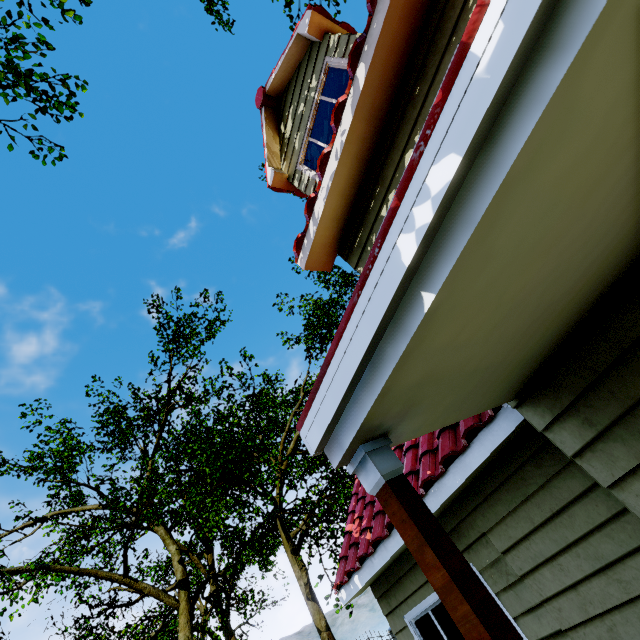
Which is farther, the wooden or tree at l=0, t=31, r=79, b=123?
tree at l=0, t=31, r=79, b=123

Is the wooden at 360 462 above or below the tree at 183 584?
below

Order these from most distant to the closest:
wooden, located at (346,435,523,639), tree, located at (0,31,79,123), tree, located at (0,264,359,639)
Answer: tree, located at (0,264,359,639) → tree, located at (0,31,79,123) → wooden, located at (346,435,523,639)

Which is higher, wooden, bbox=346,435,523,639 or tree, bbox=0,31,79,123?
tree, bbox=0,31,79,123

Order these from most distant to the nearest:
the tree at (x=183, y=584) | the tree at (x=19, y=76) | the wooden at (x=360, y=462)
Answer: the tree at (x=183, y=584)
the tree at (x=19, y=76)
the wooden at (x=360, y=462)

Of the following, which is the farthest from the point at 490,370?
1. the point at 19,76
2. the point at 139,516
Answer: the point at 139,516

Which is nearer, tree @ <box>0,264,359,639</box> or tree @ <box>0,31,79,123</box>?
tree @ <box>0,31,79,123</box>
